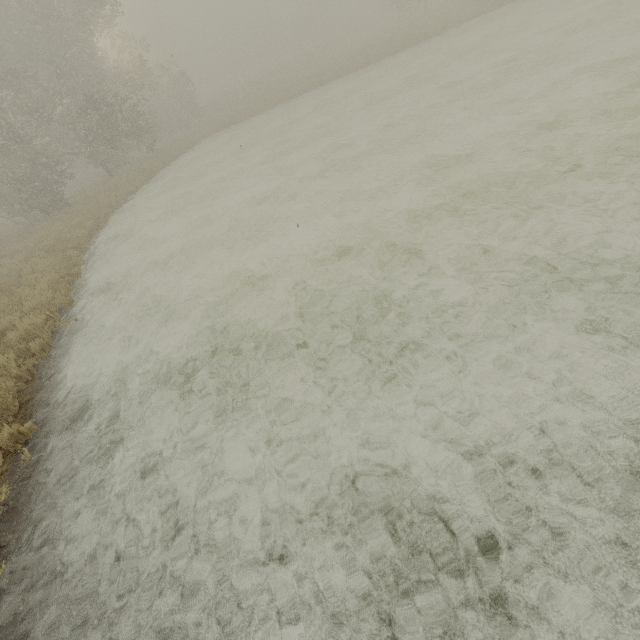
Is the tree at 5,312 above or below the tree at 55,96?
below

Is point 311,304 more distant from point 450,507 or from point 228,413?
point 450,507

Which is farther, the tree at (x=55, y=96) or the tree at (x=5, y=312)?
the tree at (x=55, y=96)

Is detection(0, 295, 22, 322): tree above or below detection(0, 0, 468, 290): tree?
below

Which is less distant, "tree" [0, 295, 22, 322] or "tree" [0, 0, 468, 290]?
"tree" [0, 295, 22, 322]
